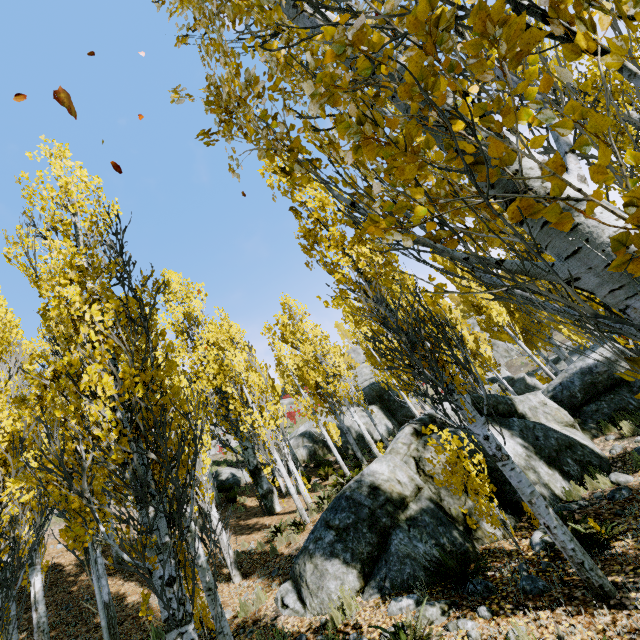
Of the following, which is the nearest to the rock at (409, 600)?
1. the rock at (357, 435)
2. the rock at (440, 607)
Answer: the rock at (440, 607)

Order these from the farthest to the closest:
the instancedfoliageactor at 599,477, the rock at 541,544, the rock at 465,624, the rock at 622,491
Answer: the instancedfoliageactor at 599,477, the rock at 622,491, the rock at 541,544, the rock at 465,624

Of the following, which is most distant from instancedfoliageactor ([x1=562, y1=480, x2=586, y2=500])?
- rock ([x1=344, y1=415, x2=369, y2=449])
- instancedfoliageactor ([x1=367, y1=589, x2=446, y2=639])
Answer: instancedfoliageactor ([x1=367, y1=589, x2=446, y2=639])

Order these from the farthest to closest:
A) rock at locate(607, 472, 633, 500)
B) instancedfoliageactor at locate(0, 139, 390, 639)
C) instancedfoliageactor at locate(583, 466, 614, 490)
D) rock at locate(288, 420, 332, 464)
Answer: rock at locate(288, 420, 332, 464), instancedfoliageactor at locate(583, 466, 614, 490), rock at locate(607, 472, 633, 500), instancedfoliageactor at locate(0, 139, 390, 639)

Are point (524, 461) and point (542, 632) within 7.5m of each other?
yes

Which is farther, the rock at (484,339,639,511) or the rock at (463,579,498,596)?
the rock at (484,339,639,511)

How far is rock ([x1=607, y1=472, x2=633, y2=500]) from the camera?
5.7m

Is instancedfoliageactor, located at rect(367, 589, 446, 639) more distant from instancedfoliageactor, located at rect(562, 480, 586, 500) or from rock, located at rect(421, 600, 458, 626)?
instancedfoliageactor, located at rect(562, 480, 586, 500)
